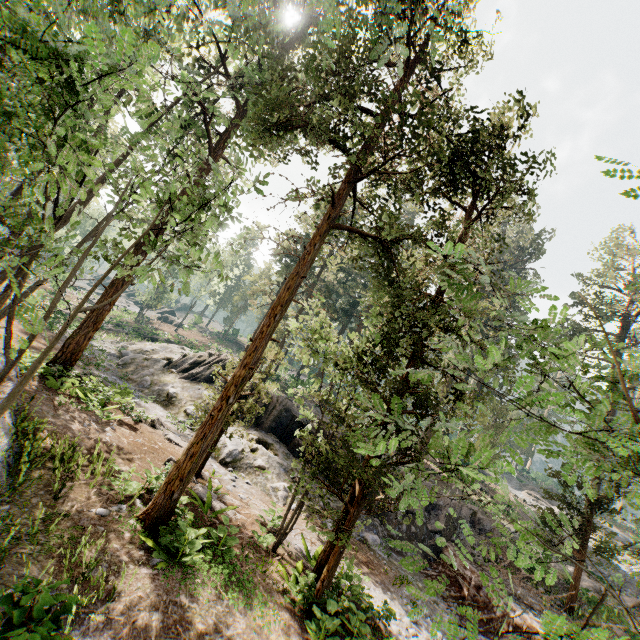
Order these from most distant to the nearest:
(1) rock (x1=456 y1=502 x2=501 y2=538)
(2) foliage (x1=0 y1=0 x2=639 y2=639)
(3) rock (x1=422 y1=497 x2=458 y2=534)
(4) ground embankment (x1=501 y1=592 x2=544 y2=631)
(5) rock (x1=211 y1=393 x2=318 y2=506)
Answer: (1) rock (x1=456 y1=502 x2=501 y2=538)
(3) rock (x1=422 y1=497 x2=458 y2=534)
(5) rock (x1=211 y1=393 x2=318 y2=506)
(4) ground embankment (x1=501 y1=592 x2=544 y2=631)
(2) foliage (x1=0 y1=0 x2=639 y2=639)

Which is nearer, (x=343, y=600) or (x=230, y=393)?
(x=230, y=393)

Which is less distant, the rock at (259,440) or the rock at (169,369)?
the rock at (259,440)

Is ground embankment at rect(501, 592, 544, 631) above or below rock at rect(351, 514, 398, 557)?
above

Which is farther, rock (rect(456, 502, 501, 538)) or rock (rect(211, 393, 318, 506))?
rock (rect(456, 502, 501, 538))

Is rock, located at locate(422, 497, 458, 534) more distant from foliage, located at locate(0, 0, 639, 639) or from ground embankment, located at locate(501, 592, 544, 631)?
foliage, located at locate(0, 0, 639, 639)

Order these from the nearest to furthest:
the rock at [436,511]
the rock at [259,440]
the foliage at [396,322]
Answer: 1. the foliage at [396,322]
2. the rock at [259,440]
3. the rock at [436,511]
